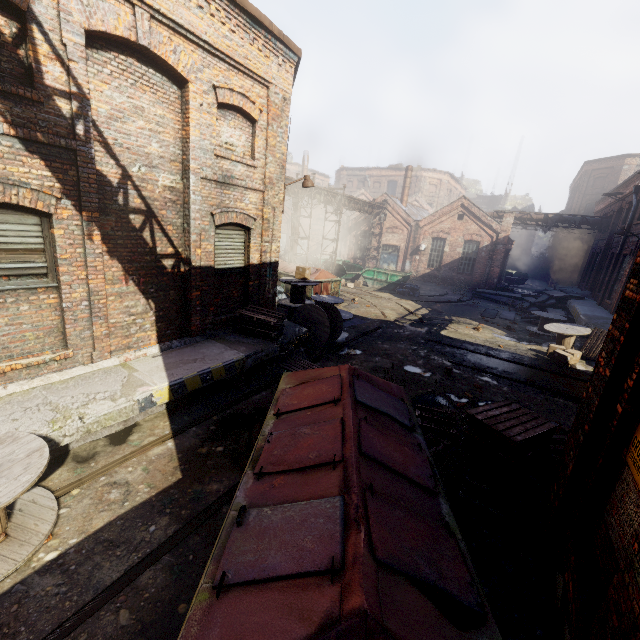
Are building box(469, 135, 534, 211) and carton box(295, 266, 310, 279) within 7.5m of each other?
no

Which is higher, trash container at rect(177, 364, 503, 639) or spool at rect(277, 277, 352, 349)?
trash container at rect(177, 364, 503, 639)

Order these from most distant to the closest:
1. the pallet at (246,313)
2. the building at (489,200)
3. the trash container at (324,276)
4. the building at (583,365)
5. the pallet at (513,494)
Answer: the building at (489,200)
the trash container at (324,276)
the building at (583,365)
the pallet at (246,313)
the pallet at (513,494)

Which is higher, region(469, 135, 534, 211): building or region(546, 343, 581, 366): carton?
region(469, 135, 534, 211): building

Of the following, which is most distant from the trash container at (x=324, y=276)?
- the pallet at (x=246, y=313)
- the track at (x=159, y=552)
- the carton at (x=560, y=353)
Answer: the carton at (x=560, y=353)

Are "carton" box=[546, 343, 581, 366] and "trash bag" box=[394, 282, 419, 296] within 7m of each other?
no

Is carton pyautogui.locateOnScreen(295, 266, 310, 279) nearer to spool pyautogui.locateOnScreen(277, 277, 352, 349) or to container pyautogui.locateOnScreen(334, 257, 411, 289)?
spool pyautogui.locateOnScreen(277, 277, 352, 349)

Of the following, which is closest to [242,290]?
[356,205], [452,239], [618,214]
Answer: [356,205]
